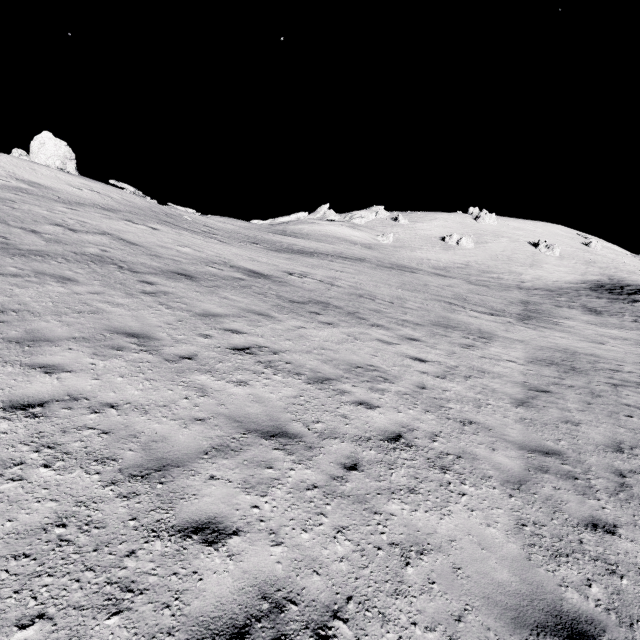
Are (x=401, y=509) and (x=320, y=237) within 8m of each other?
Answer: no

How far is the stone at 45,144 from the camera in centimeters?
2833cm

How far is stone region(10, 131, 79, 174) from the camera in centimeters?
2833cm
